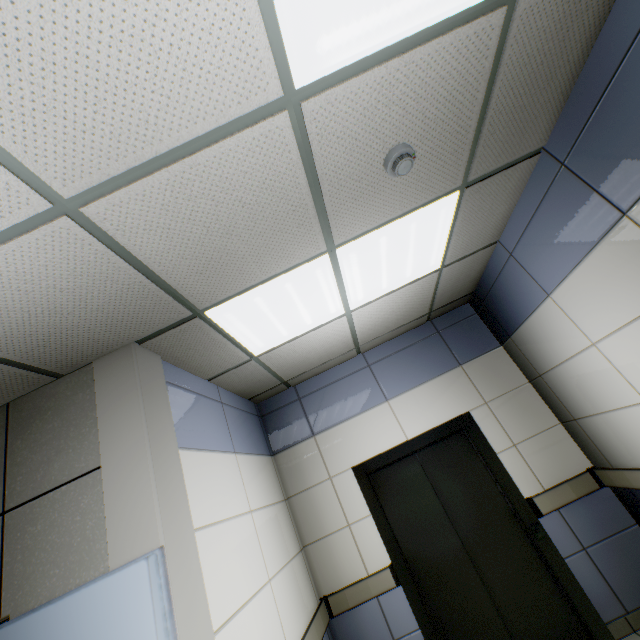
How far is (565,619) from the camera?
2.9 meters

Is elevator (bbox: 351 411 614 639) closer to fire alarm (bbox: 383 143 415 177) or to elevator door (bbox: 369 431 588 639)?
elevator door (bbox: 369 431 588 639)

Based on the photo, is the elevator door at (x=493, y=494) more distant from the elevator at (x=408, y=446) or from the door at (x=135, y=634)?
the door at (x=135, y=634)

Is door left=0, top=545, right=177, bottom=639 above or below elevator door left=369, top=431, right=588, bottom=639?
above

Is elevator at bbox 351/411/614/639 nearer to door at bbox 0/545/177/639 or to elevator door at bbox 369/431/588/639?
elevator door at bbox 369/431/588/639

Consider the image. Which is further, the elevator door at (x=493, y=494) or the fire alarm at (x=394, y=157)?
the elevator door at (x=493, y=494)

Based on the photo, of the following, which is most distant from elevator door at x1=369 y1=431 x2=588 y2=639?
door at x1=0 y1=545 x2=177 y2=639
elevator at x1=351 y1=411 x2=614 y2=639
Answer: door at x1=0 y1=545 x2=177 y2=639
